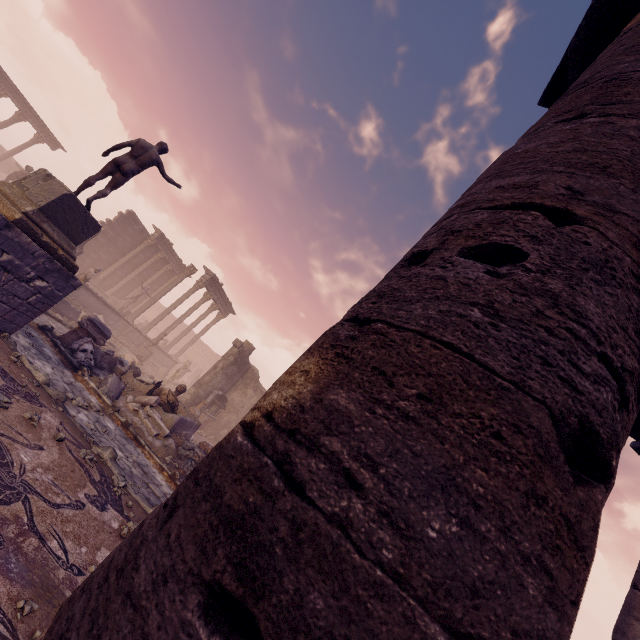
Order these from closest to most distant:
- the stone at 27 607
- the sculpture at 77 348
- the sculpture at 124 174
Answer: the stone at 27 607 → the sculpture at 124 174 → the sculpture at 77 348

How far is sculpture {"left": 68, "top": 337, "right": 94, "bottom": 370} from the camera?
9.86m

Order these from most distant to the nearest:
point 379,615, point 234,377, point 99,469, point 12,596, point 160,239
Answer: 1. point 160,239
2. point 234,377
3. point 99,469
4. point 12,596
5. point 379,615

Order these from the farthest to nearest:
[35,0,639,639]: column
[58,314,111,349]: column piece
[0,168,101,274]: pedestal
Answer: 1. [58,314,111,349]: column piece
2. [0,168,101,274]: pedestal
3. [35,0,639,639]: column

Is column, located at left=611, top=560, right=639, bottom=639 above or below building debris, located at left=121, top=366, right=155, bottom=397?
above

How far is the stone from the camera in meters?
2.4 m

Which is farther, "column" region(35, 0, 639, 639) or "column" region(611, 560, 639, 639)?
"column" region(611, 560, 639, 639)

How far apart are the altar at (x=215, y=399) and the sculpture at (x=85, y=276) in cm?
786
